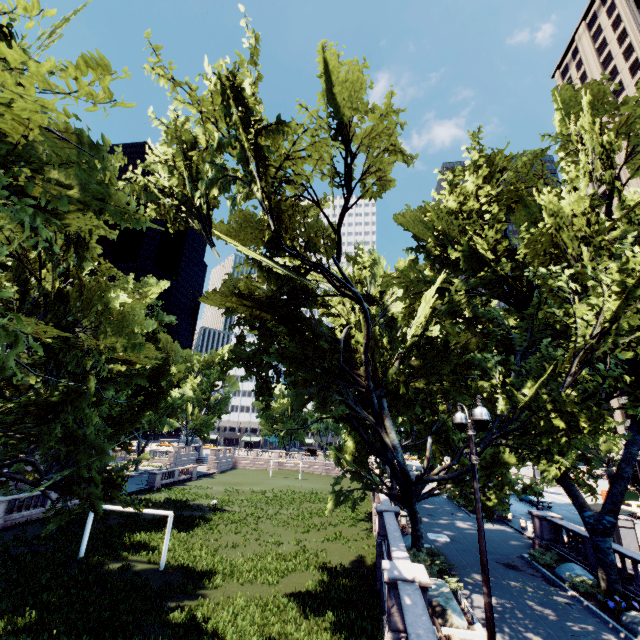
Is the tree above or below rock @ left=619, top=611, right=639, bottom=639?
above

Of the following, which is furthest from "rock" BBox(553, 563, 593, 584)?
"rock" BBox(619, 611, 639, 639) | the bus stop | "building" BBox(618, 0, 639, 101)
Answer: "building" BBox(618, 0, 639, 101)

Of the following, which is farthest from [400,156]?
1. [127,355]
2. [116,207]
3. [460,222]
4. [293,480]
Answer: [293,480]

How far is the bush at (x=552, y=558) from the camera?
17.64m

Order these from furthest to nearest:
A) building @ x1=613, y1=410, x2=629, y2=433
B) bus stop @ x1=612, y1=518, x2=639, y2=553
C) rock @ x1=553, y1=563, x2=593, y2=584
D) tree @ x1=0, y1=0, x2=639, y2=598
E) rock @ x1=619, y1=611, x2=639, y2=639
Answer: building @ x1=613, y1=410, x2=629, y2=433
bus stop @ x1=612, y1=518, x2=639, y2=553
rock @ x1=553, y1=563, x2=593, y2=584
rock @ x1=619, y1=611, x2=639, y2=639
tree @ x1=0, y1=0, x2=639, y2=598

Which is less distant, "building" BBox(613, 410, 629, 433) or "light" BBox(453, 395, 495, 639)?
"light" BBox(453, 395, 495, 639)

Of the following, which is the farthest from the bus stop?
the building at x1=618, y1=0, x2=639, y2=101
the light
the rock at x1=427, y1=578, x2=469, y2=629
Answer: the building at x1=618, y1=0, x2=639, y2=101

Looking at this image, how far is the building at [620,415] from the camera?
55.9m
